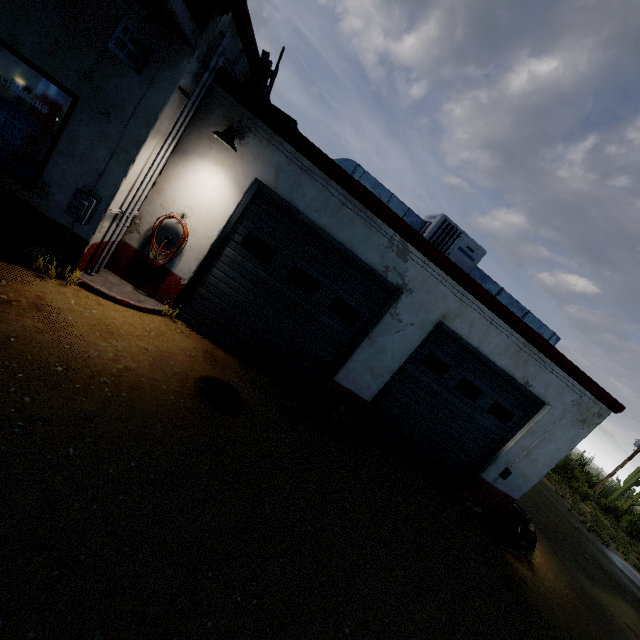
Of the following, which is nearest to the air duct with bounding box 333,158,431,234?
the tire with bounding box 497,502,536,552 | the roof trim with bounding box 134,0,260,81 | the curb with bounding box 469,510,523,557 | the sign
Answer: the roof trim with bounding box 134,0,260,81

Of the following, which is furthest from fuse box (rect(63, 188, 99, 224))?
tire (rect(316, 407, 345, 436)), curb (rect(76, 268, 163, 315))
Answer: tire (rect(316, 407, 345, 436))

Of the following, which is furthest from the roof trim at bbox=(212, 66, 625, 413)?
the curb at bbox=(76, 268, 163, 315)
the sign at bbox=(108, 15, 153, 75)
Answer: the curb at bbox=(76, 268, 163, 315)

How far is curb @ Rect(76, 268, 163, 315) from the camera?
5.38m

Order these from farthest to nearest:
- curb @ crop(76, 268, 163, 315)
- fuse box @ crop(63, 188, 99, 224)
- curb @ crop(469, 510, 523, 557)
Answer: curb @ crop(469, 510, 523, 557)
curb @ crop(76, 268, 163, 315)
fuse box @ crop(63, 188, 99, 224)

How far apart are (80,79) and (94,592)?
6.05m

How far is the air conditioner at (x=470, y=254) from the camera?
7.2 meters

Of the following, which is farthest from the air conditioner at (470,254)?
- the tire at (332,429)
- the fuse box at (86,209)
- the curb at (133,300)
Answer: the fuse box at (86,209)
